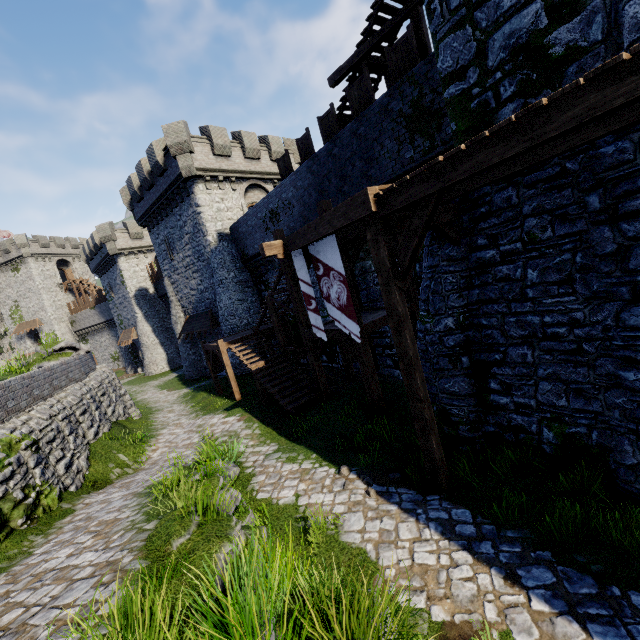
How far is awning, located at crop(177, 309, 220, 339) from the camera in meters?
23.4

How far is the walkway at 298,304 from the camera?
12.3 meters

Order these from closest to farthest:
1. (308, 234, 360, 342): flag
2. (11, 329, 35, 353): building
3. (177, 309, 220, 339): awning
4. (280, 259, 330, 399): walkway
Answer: (308, 234, 360, 342): flag, (280, 259, 330, 399): walkway, (177, 309, 220, 339): awning, (11, 329, 35, 353): building

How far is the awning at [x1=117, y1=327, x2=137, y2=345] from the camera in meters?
37.0

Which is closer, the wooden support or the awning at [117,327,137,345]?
the wooden support

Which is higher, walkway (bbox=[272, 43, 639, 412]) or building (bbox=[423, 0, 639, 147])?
building (bbox=[423, 0, 639, 147])

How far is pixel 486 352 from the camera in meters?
6.9

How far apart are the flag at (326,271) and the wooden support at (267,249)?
0.8m
